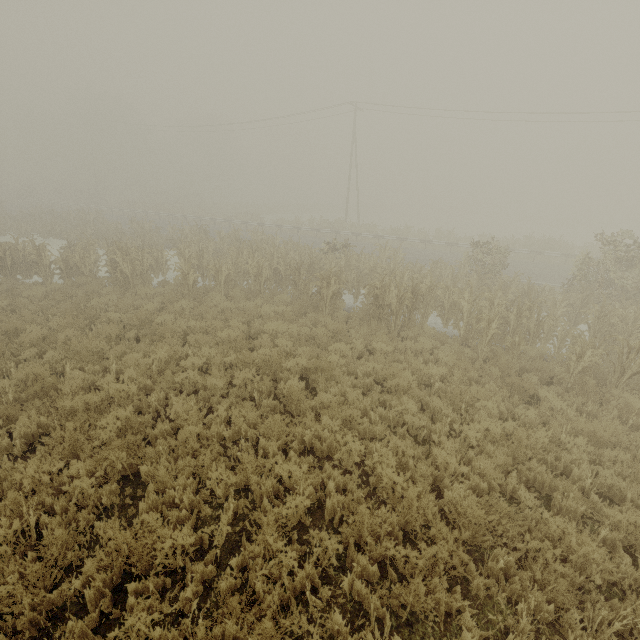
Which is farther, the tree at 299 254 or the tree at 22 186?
the tree at 22 186

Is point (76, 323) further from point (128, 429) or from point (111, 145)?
point (111, 145)

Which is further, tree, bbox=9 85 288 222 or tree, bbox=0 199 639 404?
tree, bbox=9 85 288 222

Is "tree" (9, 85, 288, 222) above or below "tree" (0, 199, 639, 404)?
above

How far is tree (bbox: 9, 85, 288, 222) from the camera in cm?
4634
